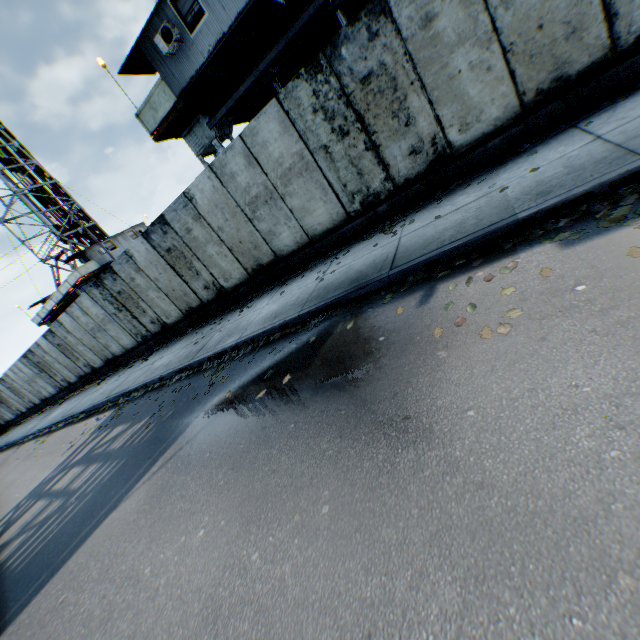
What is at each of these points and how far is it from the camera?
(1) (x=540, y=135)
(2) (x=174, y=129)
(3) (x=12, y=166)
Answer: (1) leaf decal, 5.57m
(2) landrig, 11.97m
(3) landrig, 28.69m

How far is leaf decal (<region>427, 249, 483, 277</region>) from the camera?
4.18m

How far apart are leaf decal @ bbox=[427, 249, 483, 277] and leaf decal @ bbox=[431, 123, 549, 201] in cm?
185

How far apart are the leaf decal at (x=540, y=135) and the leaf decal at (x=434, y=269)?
1.9m

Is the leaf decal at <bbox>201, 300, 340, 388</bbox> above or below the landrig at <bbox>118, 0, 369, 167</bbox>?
below

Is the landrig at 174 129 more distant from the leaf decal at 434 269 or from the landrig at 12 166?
the landrig at 12 166

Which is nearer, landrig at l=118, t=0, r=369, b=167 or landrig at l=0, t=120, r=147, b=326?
landrig at l=118, t=0, r=369, b=167

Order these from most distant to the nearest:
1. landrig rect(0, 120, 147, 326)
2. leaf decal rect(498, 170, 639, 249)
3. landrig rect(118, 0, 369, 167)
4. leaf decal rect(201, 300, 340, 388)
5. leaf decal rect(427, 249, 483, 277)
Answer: landrig rect(0, 120, 147, 326), landrig rect(118, 0, 369, 167), leaf decal rect(201, 300, 340, 388), leaf decal rect(427, 249, 483, 277), leaf decal rect(498, 170, 639, 249)
